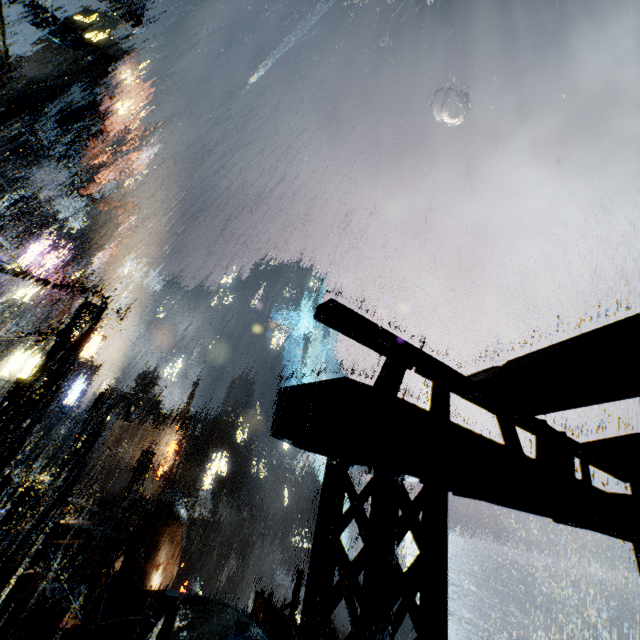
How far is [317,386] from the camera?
2.1 meters

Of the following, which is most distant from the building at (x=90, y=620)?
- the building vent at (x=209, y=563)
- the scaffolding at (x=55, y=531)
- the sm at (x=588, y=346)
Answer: the building vent at (x=209, y=563)

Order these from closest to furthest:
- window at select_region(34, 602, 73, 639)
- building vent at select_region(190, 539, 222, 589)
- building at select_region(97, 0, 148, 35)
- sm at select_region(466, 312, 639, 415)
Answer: sm at select_region(466, 312, 639, 415)
window at select_region(34, 602, 73, 639)
building at select_region(97, 0, 148, 35)
building vent at select_region(190, 539, 222, 589)

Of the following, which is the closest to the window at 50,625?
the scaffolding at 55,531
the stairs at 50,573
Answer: the stairs at 50,573

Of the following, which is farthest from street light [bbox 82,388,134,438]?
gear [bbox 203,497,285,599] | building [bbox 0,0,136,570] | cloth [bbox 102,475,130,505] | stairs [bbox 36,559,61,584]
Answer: gear [bbox 203,497,285,599]

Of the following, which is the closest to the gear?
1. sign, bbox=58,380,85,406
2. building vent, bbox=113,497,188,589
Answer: sign, bbox=58,380,85,406

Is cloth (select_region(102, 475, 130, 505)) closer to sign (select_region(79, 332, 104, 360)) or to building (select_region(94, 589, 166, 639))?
building (select_region(94, 589, 166, 639))

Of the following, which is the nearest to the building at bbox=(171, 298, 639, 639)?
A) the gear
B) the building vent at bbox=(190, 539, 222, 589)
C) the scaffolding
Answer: the scaffolding
